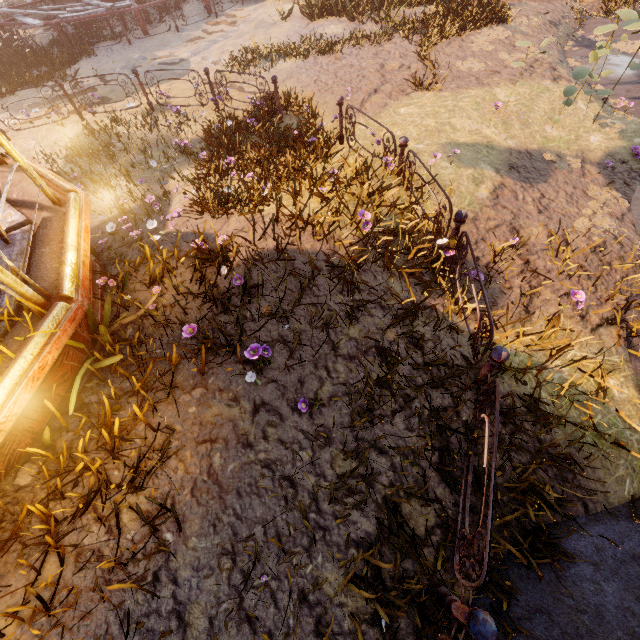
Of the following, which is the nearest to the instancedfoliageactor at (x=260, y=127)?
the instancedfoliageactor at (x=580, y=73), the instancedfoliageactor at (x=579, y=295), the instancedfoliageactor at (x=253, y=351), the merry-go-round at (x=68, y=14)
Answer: the instancedfoliageactor at (x=253, y=351)

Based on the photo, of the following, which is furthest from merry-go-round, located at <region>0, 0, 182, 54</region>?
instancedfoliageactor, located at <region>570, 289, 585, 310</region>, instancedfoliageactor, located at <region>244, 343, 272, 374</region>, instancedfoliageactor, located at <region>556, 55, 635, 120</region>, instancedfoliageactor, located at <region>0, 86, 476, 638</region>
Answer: instancedfoliageactor, located at <region>570, 289, 585, 310</region>

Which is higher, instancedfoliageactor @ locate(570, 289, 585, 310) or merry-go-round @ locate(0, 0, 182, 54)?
merry-go-round @ locate(0, 0, 182, 54)

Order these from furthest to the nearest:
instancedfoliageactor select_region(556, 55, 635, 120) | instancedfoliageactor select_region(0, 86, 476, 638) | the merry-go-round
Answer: the merry-go-round < instancedfoliageactor select_region(556, 55, 635, 120) < instancedfoliageactor select_region(0, 86, 476, 638)

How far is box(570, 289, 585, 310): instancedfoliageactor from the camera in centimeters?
420cm

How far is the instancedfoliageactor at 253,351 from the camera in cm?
346

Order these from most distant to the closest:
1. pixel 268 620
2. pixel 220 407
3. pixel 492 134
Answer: pixel 492 134, pixel 220 407, pixel 268 620

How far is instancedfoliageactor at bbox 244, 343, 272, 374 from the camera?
3.5m
